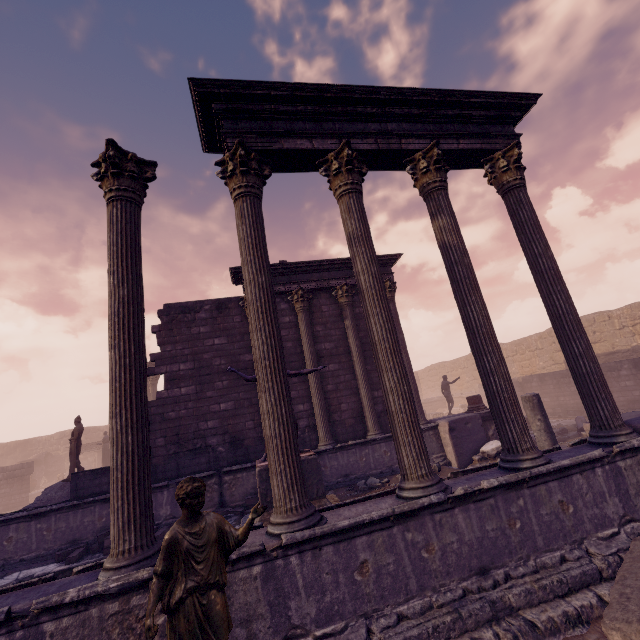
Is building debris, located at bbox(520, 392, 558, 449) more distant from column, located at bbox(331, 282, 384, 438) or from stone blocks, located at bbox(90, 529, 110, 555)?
stone blocks, located at bbox(90, 529, 110, 555)

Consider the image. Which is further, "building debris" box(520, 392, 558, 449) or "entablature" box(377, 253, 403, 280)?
"entablature" box(377, 253, 403, 280)

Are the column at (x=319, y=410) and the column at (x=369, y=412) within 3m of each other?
yes

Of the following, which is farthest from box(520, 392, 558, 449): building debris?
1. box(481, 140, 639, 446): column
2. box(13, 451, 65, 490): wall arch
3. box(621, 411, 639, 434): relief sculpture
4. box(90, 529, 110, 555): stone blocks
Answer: box(13, 451, 65, 490): wall arch

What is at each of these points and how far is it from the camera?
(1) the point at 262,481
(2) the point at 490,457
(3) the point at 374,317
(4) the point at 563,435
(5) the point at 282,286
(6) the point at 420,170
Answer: (1) pedestal, 6.4m
(2) building debris, 9.6m
(3) column, 4.9m
(4) debris pile, 12.8m
(5) entablature, 11.7m
(6) column, 6.0m

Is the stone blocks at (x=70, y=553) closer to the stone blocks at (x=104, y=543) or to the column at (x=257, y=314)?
the stone blocks at (x=104, y=543)

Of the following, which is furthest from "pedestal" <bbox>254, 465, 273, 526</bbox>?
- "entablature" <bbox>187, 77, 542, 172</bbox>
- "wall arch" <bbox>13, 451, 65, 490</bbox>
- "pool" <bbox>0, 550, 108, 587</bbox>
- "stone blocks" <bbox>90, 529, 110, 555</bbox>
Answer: "wall arch" <bbox>13, 451, 65, 490</bbox>

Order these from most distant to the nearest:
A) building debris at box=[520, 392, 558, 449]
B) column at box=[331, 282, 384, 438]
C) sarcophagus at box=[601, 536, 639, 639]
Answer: column at box=[331, 282, 384, 438]
building debris at box=[520, 392, 558, 449]
sarcophagus at box=[601, 536, 639, 639]
